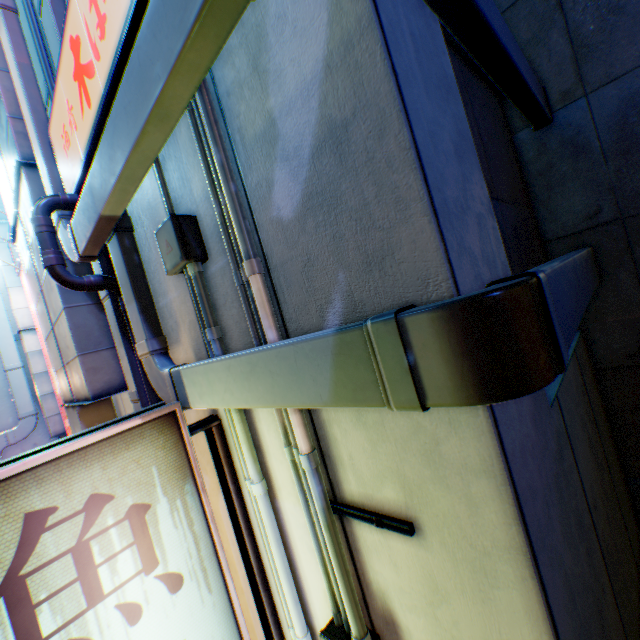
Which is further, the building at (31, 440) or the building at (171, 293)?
the building at (31, 440)

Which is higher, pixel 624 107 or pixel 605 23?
pixel 605 23

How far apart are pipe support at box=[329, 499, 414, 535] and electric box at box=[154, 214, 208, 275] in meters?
1.6

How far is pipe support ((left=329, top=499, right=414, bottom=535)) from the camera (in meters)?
1.37

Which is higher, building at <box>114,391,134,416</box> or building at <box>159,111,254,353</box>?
building at <box>159,111,254,353</box>

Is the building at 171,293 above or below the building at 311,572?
above

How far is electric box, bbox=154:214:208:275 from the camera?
1.9 meters

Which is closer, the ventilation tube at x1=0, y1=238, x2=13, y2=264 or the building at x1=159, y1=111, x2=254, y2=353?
the building at x1=159, y1=111, x2=254, y2=353
